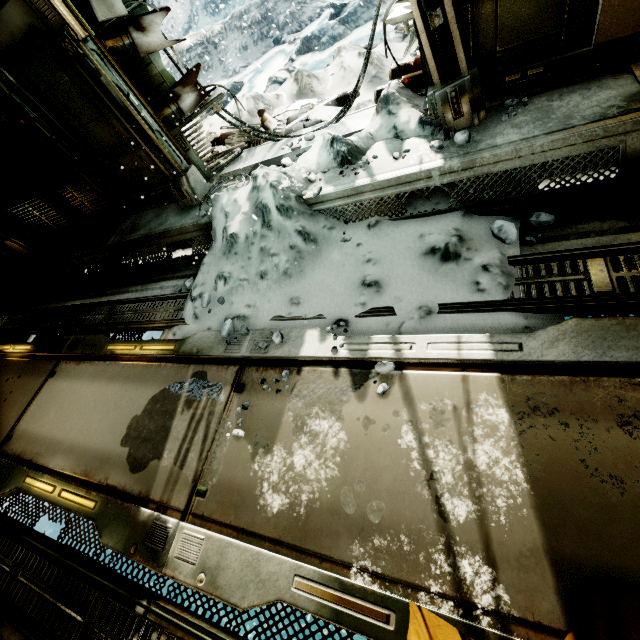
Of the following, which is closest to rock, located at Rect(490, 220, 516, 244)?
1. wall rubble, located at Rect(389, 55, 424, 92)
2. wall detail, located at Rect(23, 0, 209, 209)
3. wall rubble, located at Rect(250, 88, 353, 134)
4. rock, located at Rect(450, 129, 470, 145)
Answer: rock, located at Rect(450, 129, 470, 145)

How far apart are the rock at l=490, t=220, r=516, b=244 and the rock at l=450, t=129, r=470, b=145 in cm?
89

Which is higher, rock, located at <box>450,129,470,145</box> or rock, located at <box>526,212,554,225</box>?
rock, located at <box>450,129,470,145</box>

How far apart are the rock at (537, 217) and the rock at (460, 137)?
0.9m

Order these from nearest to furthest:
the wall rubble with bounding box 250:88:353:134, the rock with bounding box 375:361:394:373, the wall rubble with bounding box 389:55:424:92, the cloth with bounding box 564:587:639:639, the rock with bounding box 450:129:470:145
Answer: the cloth with bounding box 564:587:639:639 < the rock with bounding box 375:361:394:373 < the rock with bounding box 450:129:470:145 < the wall rubble with bounding box 389:55:424:92 < the wall rubble with bounding box 250:88:353:134

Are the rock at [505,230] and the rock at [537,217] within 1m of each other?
yes

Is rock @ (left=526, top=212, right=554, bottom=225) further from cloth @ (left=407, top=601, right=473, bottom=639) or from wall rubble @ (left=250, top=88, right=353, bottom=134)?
wall rubble @ (left=250, top=88, right=353, bottom=134)

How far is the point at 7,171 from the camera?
6.2 meters
